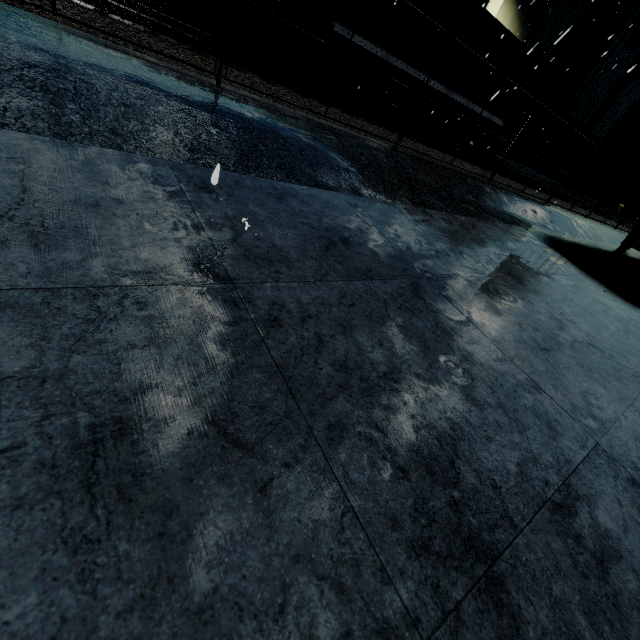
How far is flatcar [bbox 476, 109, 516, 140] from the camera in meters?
14.5 m

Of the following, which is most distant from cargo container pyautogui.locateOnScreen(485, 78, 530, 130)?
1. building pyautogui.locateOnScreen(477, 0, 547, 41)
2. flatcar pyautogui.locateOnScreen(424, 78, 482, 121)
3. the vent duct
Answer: the vent duct

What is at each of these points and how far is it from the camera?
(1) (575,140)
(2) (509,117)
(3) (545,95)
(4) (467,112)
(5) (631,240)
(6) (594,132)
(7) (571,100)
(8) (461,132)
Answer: (1) building, 31.4 meters
(2) cargo container, 15.4 meters
(3) building, 25.1 meters
(4) flatcar, 14.0 meters
(5) semi trailer, 6.6 meters
(6) building, 31.0 meters
(7) vent duct, 24.9 meters
(8) bogie, 15.0 meters

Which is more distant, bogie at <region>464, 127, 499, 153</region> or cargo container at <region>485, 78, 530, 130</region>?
bogie at <region>464, 127, 499, 153</region>

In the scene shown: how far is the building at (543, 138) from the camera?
27.88m

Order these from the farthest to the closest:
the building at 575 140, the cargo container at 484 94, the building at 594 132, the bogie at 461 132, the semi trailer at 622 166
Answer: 1. the building at 575 140
2. the building at 594 132
3. the bogie at 461 132
4. the cargo container at 484 94
5. the semi trailer at 622 166

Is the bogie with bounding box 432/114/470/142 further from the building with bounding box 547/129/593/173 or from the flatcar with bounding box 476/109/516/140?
the building with bounding box 547/129/593/173

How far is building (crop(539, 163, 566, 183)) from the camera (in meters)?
32.41
